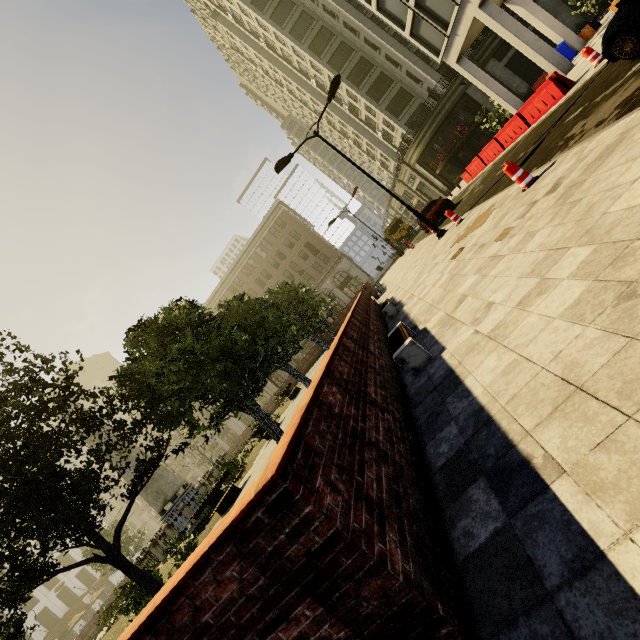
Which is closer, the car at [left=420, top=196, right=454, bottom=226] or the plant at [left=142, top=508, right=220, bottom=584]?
the plant at [left=142, top=508, right=220, bottom=584]

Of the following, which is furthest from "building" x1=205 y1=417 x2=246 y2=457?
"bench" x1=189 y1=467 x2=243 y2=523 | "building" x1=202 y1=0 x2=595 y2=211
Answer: "bench" x1=189 y1=467 x2=243 y2=523

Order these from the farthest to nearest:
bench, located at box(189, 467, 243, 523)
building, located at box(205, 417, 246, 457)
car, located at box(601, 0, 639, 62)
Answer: building, located at box(205, 417, 246, 457), bench, located at box(189, 467, 243, 523), car, located at box(601, 0, 639, 62)

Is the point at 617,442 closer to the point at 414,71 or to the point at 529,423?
the point at 529,423

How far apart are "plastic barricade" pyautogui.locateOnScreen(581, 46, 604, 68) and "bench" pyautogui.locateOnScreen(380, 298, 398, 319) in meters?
9.9 m

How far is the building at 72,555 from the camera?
49.3m

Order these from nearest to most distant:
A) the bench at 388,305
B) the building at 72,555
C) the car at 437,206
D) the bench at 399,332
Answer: the bench at 399,332 < the bench at 388,305 < the car at 437,206 < the building at 72,555

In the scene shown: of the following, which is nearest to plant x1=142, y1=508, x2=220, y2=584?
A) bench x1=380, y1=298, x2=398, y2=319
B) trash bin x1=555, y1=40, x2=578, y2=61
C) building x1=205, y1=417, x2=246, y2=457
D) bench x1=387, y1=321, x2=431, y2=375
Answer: bench x1=380, y1=298, x2=398, y2=319
